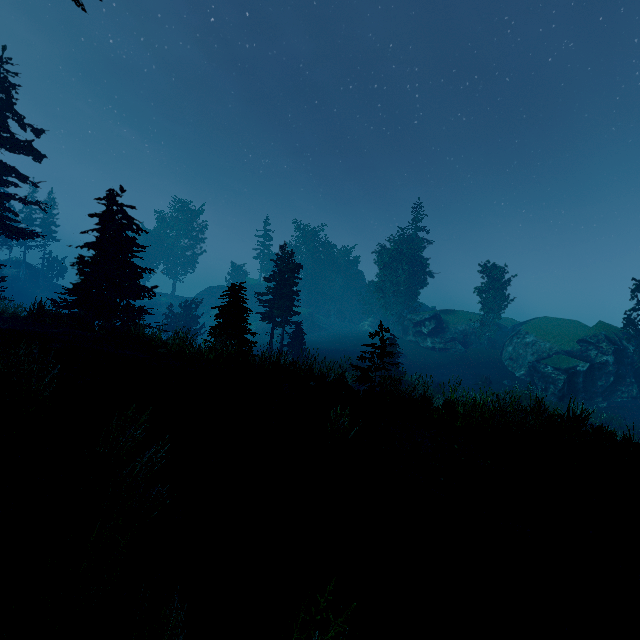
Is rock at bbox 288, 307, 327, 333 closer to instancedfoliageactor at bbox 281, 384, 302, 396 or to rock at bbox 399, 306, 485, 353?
instancedfoliageactor at bbox 281, 384, 302, 396

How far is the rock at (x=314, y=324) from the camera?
56.5m

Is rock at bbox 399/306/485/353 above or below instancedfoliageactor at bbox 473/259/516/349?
below

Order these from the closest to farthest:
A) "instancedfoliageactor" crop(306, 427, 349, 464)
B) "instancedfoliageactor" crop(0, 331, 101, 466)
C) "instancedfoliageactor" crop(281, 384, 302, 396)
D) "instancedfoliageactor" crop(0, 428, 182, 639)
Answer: "instancedfoliageactor" crop(0, 428, 182, 639)
"instancedfoliageactor" crop(0, 331, 101, 466)
"instancedfoliageactor" crop(306, 427, 349, 464)
"instancedfoliageactor" crop(281, 384, 302, 396)

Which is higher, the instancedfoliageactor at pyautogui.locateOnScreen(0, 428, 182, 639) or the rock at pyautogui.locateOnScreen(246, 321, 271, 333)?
the instancedfoliageactor at pyautogui.locateOnScreen(0, 428, 182, 639)

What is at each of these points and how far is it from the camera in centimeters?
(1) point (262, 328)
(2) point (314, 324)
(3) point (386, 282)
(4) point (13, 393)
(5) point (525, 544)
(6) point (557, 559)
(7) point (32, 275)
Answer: (1) rock, 5562cm
(2) rock, 5759cm
(3) instancedfoliageactor, 5294cm
(4) instancedfoliageactor, 412cm
(5) instancedfoliageactor, 518cm
(6) instancedfoliageactor, 489cm
(7) rock, 5697cm
